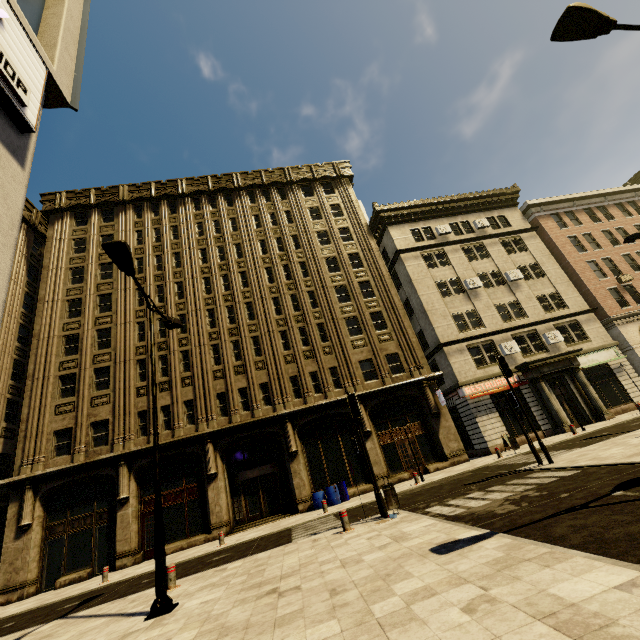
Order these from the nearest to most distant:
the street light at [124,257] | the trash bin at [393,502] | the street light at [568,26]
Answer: the street light at [568,26] → the street light at [124,257] → the trash bin at [393,502]

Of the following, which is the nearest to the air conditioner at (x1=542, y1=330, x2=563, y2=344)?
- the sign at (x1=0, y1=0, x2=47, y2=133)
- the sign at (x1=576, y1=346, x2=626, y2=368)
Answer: the sign at (x1=576, y1=346, x2=626, y2=368)

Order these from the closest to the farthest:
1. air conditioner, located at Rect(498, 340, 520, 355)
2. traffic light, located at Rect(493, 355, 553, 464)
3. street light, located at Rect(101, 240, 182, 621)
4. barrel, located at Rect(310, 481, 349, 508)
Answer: street light, located at Rect(101, 240, 182, 621) → traffic light, located at Rect(493, 355, 553, 464) → barrel, located at Rect(310, 481, 349, 508) → air conditioner, located at Rect(498, 340, 520, 355)

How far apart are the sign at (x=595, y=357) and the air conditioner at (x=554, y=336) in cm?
128

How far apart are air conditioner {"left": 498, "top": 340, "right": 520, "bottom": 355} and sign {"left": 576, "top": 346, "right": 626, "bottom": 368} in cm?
391

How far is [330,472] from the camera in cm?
2047

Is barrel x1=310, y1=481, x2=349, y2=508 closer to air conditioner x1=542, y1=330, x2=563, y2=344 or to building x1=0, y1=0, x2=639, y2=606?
building x1=0, y1=0, x2=639, y2=606

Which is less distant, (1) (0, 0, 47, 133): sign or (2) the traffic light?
(1) (0, 0, 47, 133): sign
